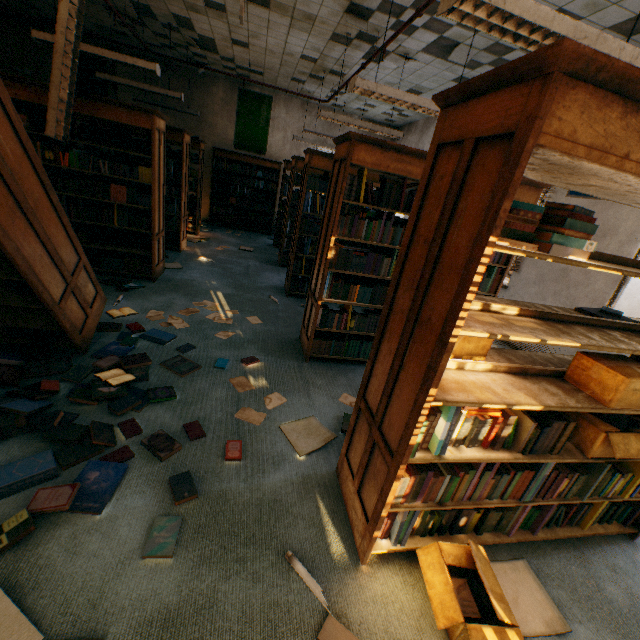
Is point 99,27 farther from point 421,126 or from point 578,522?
point 578,522

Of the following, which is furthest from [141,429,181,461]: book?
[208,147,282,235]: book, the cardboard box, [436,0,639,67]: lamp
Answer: [208,147,282,235]: book

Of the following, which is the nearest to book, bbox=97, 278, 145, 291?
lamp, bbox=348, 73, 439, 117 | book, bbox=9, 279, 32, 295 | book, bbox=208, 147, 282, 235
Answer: book, bbox=9, 279, 32, 295

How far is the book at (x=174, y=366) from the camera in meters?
2.9

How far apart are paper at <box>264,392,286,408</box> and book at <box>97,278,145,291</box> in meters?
2.7

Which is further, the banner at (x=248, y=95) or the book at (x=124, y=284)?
the banner at (x=248, y=95)

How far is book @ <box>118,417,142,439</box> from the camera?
2.1m

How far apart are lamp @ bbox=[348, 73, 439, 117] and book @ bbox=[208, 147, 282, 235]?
6.62m
